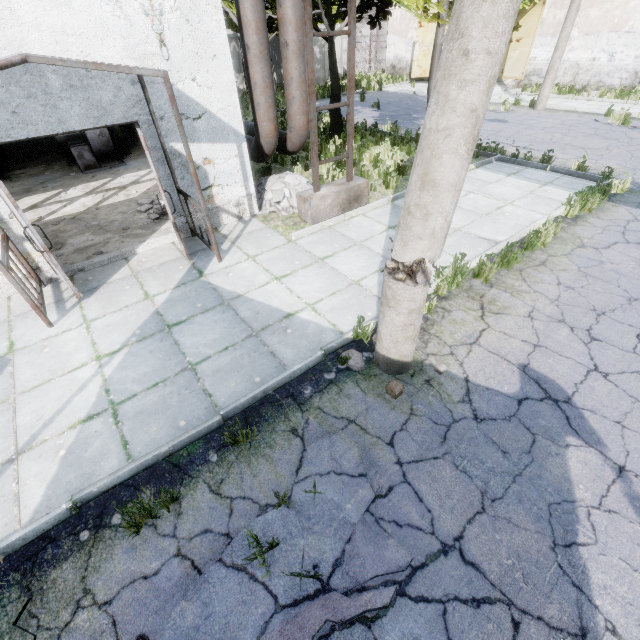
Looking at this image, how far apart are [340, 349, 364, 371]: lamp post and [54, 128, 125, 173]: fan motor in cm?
1162

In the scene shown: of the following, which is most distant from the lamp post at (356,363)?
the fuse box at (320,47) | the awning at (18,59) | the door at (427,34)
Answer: the door at (427,34)

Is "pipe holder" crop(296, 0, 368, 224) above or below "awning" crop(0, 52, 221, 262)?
below

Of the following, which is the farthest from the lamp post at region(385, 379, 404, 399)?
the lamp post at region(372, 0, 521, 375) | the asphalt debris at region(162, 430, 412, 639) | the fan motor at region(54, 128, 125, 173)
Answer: the fan motor at region(54, 128, 125, 173)

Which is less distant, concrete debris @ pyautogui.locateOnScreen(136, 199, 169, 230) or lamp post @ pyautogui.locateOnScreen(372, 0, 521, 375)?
lamp post @ pyautogui.locateOnScreen(372, 0, 521, 375)

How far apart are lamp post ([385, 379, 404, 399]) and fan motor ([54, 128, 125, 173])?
12.4m

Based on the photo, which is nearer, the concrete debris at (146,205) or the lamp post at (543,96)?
the concrete debris at (146,205)

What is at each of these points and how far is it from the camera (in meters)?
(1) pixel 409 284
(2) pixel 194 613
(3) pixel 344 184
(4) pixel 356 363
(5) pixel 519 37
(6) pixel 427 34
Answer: (1) lamp post, 3.27
(2) asphalt debris, 2.45
(3) pipe holder, 7.59
(4) lamp post, 4.16
(5) door, 19.86
(6) door, 22.42
